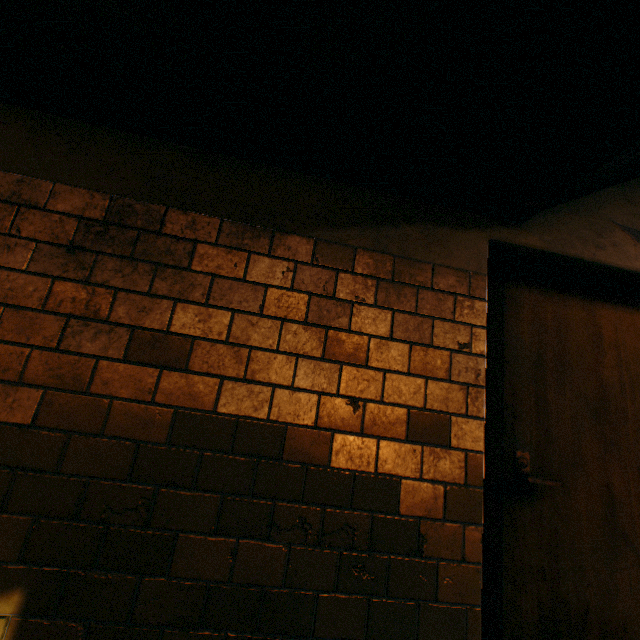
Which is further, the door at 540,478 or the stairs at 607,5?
the door at 540,478

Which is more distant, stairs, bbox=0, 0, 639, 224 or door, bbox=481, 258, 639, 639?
door, bbox=481, 258, 639, 639

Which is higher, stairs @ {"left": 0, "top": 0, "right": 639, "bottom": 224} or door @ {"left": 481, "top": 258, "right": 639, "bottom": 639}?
stairs @ {"left": 0, "top": 0, "right": 639, "bottom": 224}

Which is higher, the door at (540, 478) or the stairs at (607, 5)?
the stairs at (607, 5)

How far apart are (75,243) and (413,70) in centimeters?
154cm
